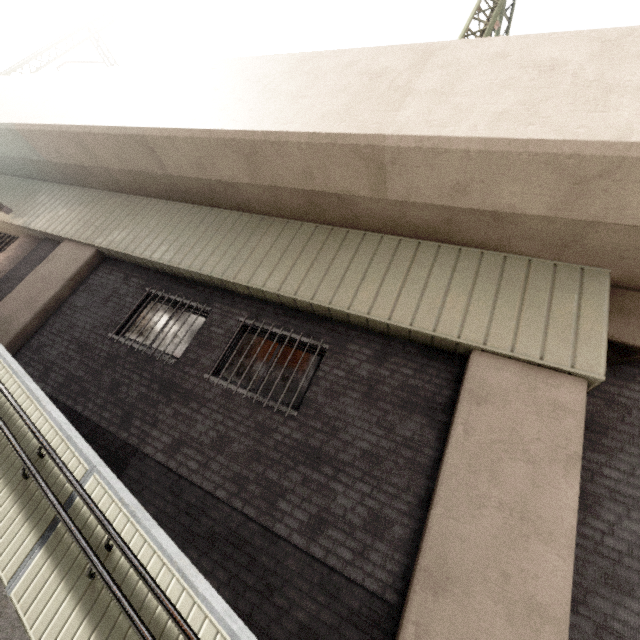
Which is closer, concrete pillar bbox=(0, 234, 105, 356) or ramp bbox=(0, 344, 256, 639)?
ramp bbox=(0, 344, 256, 639)

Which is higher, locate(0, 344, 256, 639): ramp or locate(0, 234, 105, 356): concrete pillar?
locate(0, 234, 105, 356): concrete pillar

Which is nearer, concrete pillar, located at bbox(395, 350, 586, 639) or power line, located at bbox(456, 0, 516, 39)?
concrete pillar, located at bbox(395, 350, 586, 639)

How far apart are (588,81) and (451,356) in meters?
4.0 m

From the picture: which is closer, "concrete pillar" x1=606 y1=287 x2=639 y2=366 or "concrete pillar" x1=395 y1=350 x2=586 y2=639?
"concrete pillar" x1=395 y1=350 x2=586 y2=639

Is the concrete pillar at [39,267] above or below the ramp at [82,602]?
above

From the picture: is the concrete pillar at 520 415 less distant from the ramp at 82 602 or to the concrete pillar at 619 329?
the concrete pillar at 619 329

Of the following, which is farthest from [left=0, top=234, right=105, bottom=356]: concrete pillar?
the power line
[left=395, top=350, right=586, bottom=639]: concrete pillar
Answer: [left=395, top=350, right=586, bottom=639]: concrete pillar
